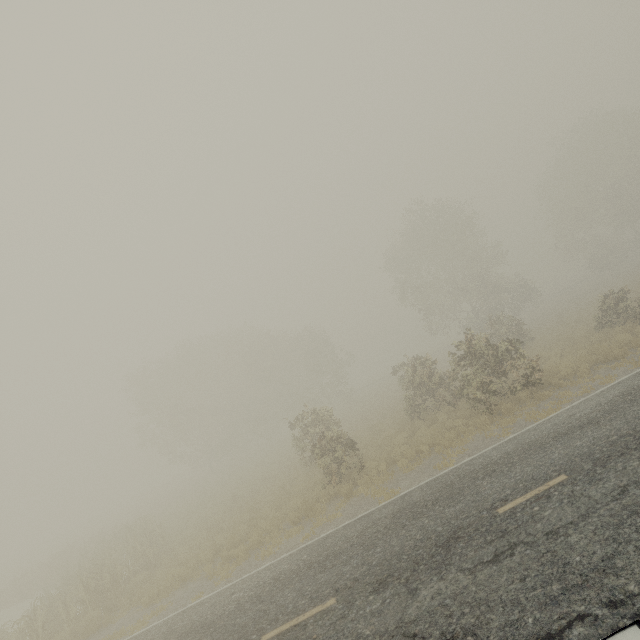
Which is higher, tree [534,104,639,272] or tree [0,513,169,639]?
tree [534,104,639,272]

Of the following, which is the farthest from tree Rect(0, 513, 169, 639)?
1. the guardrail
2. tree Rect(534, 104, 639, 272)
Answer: tree Rect(534, 104, 639, 272)

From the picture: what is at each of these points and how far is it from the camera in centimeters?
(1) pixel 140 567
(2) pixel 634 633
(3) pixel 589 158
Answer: (1) tree, 1598cm
(2) guardrail, 338cm
(3) tree, 3547cm

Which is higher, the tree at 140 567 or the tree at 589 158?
the tree at 589 158

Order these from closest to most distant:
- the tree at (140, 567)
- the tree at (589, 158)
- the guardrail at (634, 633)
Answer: the guardrail at (634, 633) < the tree at (140, 567) < the tree at (589, 158)

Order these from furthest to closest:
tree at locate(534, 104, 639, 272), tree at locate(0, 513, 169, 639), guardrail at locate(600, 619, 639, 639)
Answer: tree at locate(534, 104, 639, 272) → tree at locate(0, 513, 169, 639) → guardrail at locate(600, 619, 639, 639)

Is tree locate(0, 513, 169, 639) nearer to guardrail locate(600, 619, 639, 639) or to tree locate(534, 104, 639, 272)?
guardrail locate(600, 619, 639, 639)

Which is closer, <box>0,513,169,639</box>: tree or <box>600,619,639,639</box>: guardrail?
<box>600,619,639,639</box>: guardrail
